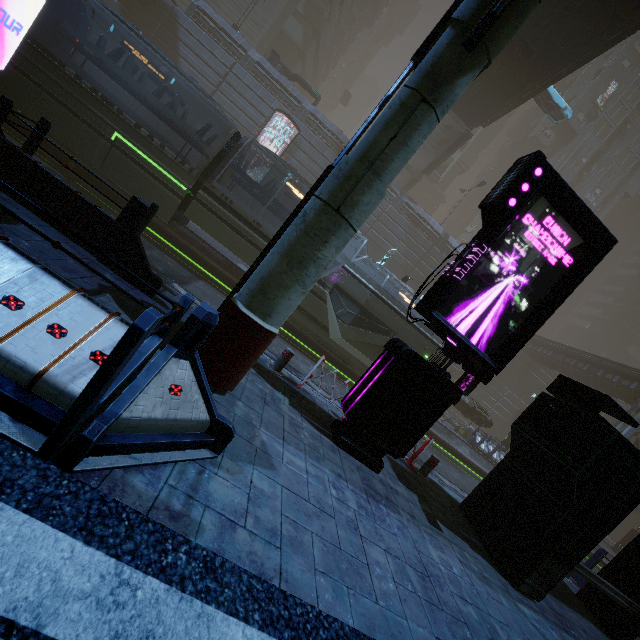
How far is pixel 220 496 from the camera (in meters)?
3.05

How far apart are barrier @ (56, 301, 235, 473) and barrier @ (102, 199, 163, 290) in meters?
2.9 m

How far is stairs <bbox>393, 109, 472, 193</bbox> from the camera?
28.77m

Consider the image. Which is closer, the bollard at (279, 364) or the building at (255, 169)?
the bollard at (279, 364)

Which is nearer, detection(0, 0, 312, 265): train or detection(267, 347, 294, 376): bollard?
detection(267, 347, 294, 376): bollard

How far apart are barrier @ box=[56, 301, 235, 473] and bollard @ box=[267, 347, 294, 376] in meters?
3.4 m

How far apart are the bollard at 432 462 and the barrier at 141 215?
7.1 meters

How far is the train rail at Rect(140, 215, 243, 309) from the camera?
11.5 meters
